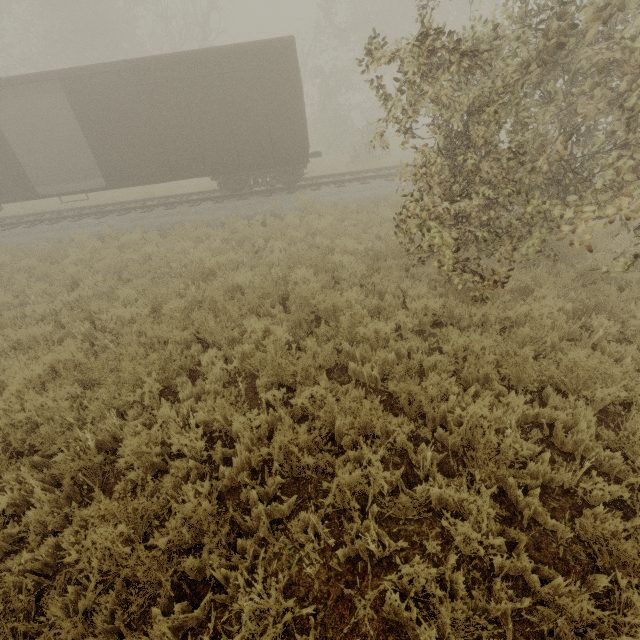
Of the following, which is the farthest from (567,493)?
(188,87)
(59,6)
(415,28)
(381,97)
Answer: (59,6)
